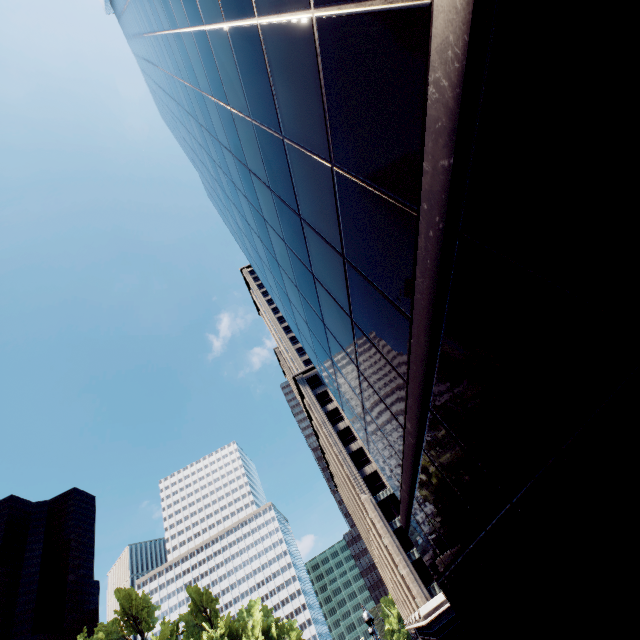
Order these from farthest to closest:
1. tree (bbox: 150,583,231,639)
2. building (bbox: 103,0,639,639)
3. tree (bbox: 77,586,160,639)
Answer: tree (bbox: 150,583,231,639) → tree (bbox: 77,586,160,639) → building (bbox: 103,0,639,639)

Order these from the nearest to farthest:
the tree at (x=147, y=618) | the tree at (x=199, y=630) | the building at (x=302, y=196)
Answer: the building at (x=302, y=196) → the tree at (x=147, y=618) → the tree at (x=199, y=630)

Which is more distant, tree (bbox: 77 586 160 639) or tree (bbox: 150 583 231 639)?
tree (bbox: 150 583 231 639)

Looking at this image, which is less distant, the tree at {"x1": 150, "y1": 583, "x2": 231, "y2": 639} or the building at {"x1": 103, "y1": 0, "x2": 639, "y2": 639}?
the building at {"x1": 103, "y1": 0, "x2": 639, "y2": 639}

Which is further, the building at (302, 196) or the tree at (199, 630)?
the tree at (199, 630)

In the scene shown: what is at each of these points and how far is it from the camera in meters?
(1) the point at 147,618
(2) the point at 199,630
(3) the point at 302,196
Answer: (1) tree, 39.0
(2) tree, 52.7
(3) building, 6.6
